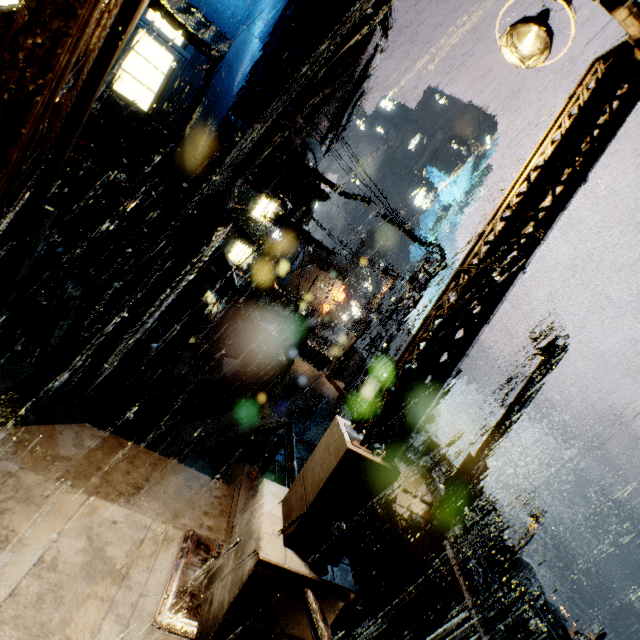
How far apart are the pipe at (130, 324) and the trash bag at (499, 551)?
21.5m

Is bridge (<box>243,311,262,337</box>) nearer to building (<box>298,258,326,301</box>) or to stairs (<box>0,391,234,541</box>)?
building (<box>298,258,326,301</box>)

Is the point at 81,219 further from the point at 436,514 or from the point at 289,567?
the point at 436,514

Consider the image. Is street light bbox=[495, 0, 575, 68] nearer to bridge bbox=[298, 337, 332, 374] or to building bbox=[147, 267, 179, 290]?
building bbox=[147, 267, 179, 290]

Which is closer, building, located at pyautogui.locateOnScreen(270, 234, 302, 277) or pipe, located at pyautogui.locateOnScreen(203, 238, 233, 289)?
pipe, located at pyautogui.locateOnScreen(203, 238, 233, 289)

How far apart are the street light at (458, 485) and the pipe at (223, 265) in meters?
11.7

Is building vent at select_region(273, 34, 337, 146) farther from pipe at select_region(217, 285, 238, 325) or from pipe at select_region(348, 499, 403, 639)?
pipe at select_region(348, 499, 403, 639)

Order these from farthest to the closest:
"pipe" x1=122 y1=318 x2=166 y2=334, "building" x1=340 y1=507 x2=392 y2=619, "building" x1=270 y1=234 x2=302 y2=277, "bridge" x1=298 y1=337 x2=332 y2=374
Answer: "building" x1=270 y1=234 x2=302 y2=277
"bridge" x1=298 y1=337 x2=332 y2=374
"pipe" x1=122 y1=318 x2=166 y2=334
"building" x1=340 y1=507 x2=392 y2=619
